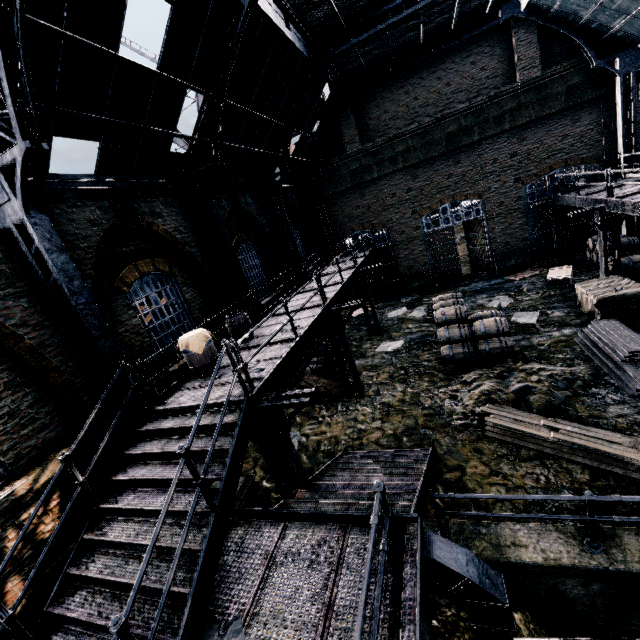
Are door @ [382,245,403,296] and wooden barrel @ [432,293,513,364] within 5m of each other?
no

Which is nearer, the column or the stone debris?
the column

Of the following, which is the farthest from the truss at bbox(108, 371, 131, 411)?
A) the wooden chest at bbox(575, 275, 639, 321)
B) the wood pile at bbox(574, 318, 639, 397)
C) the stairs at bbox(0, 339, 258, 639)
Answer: the wooden chest at bbox(575, 275, 639, 321)

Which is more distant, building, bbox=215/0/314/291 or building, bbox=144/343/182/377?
building, bbox=215/0/314/291

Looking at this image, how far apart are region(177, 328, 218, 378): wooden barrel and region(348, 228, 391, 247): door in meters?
16.3

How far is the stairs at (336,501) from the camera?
5.90m

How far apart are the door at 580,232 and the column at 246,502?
20.7 meters

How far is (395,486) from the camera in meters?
6.6 m
